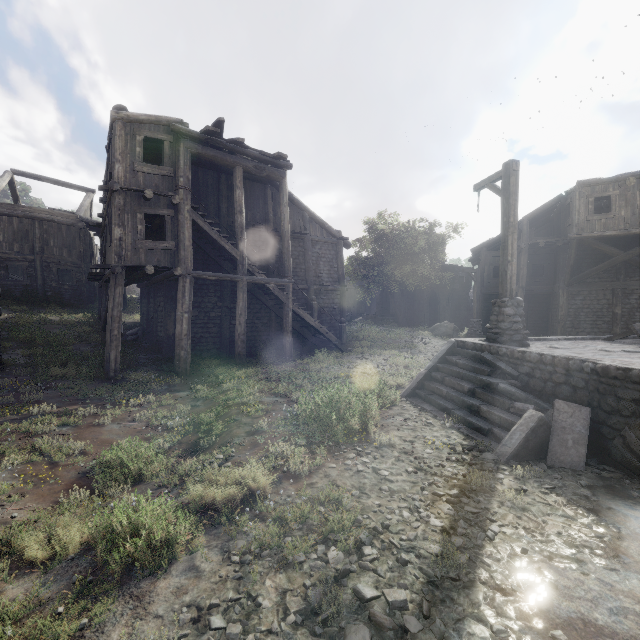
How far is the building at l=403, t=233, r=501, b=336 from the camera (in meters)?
24.22

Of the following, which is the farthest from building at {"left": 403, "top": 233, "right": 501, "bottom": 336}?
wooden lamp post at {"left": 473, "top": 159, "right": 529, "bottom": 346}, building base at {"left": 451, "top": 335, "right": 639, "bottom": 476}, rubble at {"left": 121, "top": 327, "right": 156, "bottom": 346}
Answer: building base at {"left": 451, "top": 335, "right": 639, "bottom": 476}

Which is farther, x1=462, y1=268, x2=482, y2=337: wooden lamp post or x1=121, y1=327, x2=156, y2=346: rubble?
x1=462, y1=268, x2=482, y2=337: wooden lamp post

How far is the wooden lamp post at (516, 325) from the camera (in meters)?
8.23

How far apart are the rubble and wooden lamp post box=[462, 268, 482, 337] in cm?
→ 1936

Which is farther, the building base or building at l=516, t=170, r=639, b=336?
building at l=516, t=170, r=639, b=336

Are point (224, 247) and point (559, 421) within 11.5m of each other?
no

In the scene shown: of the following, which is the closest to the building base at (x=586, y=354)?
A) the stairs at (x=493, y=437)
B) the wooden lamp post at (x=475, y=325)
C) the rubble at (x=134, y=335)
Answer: the stairs at (x=493, y=437)
